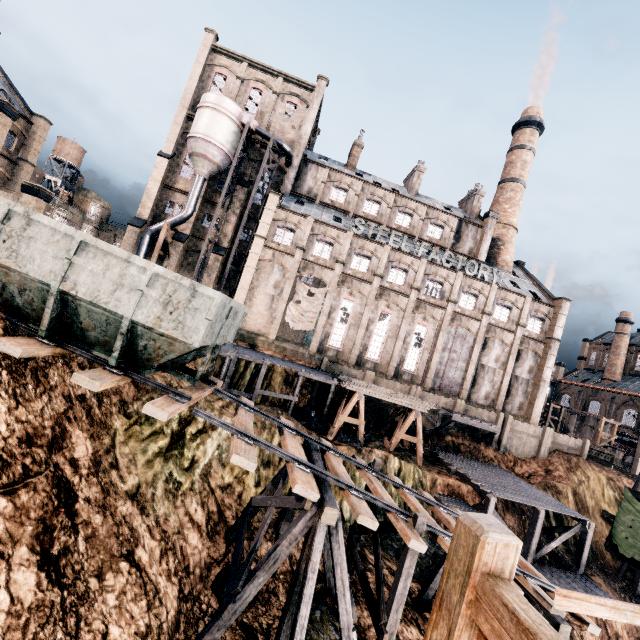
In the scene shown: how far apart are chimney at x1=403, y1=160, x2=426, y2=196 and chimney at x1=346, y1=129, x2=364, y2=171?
7.5 meters

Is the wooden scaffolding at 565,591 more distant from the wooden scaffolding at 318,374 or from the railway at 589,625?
the railway at 589,625

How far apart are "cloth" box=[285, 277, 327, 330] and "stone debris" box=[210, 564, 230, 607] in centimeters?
2318cm

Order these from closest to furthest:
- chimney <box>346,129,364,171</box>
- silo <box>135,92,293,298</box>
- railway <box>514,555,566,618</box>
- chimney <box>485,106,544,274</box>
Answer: railway <box>514,555,566,618</box>, silo <box>135,92,293,298</box>, chimney <box>346,129,364,171</box>, chimney <box>485,106,544,274</box>

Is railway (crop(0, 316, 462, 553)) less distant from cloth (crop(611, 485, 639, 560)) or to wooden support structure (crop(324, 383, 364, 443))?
wooden support structure (crop(324, 383, 364, 443))

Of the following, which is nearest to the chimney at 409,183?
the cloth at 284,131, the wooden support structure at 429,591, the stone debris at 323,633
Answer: the cloth at 284,131

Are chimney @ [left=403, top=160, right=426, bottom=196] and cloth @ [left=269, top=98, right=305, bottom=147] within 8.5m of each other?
no

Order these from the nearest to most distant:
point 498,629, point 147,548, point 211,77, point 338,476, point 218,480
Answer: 1. point 498,629
2. point 147,548
3. point 338,476
4. point 218,480
5. point 211,77
